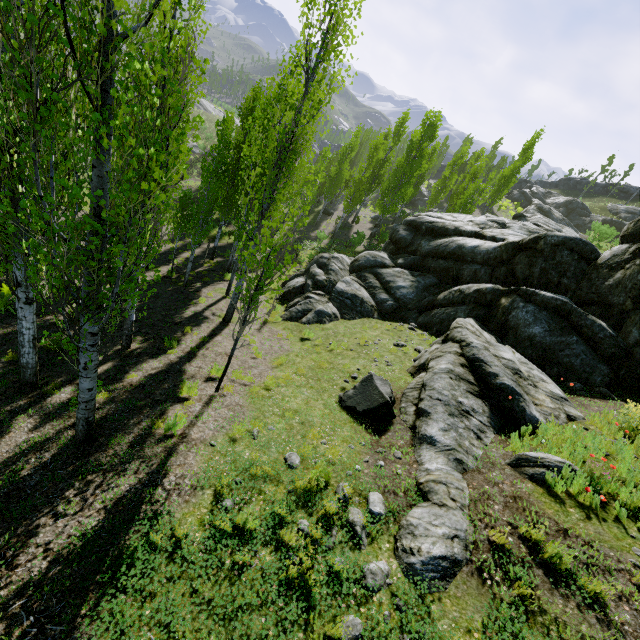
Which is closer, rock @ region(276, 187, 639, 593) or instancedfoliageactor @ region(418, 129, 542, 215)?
rock @ region(276, 187, 639, 593)

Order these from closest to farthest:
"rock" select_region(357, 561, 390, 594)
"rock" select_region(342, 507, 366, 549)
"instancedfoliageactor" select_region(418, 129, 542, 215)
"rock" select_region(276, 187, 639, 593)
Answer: "rock" select_region(357, 561, 390, 594) → "rock" select_region(342, 507, 366, 549) → "rock" select_region(276, 187, 639, 593) → "instancedfoliageactor" select_region(418, 129, 542, 215)

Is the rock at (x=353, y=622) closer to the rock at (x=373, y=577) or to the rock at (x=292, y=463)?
the rock at (x=373, y=577)

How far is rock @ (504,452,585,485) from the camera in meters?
5.9

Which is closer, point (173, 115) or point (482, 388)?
Result: point (173, 115)

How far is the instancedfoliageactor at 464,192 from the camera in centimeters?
3047cm

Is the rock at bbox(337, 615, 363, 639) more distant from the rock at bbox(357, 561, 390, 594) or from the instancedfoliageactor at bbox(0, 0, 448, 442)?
the instancedfoliageactor at bbox(0, 0, 448, 442)

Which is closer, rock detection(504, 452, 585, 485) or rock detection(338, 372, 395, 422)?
rock detection(504, 452, 585, 485)
